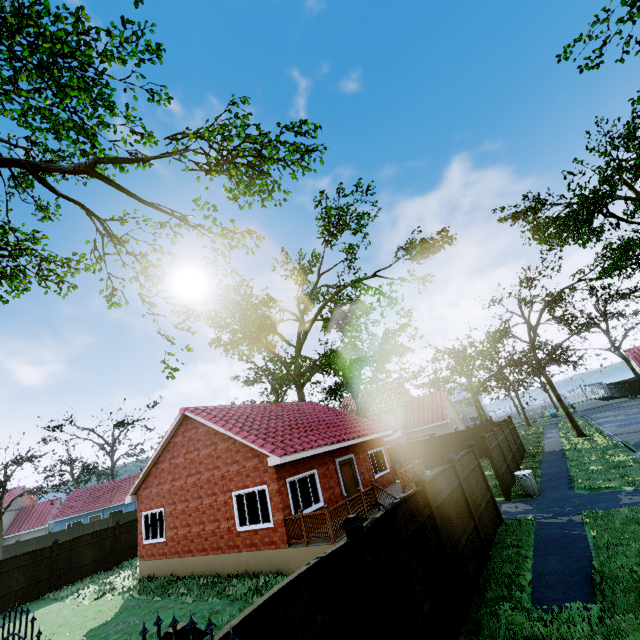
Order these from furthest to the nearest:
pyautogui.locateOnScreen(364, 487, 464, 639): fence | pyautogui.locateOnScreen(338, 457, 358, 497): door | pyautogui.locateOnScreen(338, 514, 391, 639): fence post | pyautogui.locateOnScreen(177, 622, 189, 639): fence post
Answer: pyautogui.locateOnScreen(338, 457, 358, 497): door < pyautogui.locateOnScreen(364, 487, 464, 639): fence < pyautogui.locateOnScreen(338, 514, 391, 639): fence post < pyautogui.locateOnScreen(177, 622, 189, 639): fence post

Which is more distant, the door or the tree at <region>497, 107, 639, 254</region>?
the tree at <region>497, 107, 639, 254</region>

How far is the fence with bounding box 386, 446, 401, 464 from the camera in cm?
2759

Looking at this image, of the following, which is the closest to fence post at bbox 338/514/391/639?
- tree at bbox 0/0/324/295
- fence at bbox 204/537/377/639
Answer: fence at bbox 204/537/377/639

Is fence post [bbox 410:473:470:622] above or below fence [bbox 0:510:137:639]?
above

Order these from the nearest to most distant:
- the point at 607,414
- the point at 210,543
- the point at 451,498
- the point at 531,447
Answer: the point at 451,498 → the point at 210,543 → the point at 531,447 → the point at 607,414

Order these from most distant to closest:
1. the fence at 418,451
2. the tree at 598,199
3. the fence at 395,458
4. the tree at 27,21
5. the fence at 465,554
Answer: the fence at 395,458, the fence at 418,451, the tree at 598,199, the tree at 27,21, the fence at 465,554

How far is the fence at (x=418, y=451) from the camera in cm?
2603
